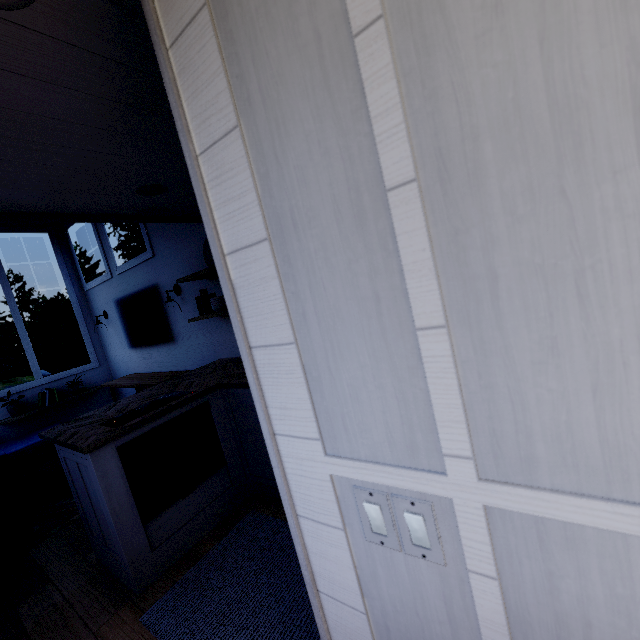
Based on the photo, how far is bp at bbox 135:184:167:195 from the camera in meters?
2.2

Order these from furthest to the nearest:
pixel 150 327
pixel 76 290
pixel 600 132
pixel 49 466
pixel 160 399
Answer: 1. pixel 76 290
2. pixel 150 327
3. pixel 49 466
4. pixel 160 399
5. pixel 600 132

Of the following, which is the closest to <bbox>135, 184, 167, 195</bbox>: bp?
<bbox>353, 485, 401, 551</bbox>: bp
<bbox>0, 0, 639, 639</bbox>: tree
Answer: <bbox>0, 0, 639, 639</bbox>: tree

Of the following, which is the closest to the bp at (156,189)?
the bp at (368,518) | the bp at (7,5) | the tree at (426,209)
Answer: the tree at (426,209)

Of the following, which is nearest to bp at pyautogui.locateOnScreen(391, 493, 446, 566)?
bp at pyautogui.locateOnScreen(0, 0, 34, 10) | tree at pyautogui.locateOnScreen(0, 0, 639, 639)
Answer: tree at pyautogui.locateOnScreen(0, 0, 639, 639)

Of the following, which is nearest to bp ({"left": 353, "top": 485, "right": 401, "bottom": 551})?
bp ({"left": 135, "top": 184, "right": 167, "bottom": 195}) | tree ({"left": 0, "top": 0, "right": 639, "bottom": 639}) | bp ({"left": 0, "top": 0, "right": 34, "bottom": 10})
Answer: tree ({"left": 0, "top": 0, "right": 639, "bottom": 639})

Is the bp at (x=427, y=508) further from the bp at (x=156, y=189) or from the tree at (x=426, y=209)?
the bp at (x=156, y=189)

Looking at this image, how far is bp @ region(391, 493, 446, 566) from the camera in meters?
0.6
